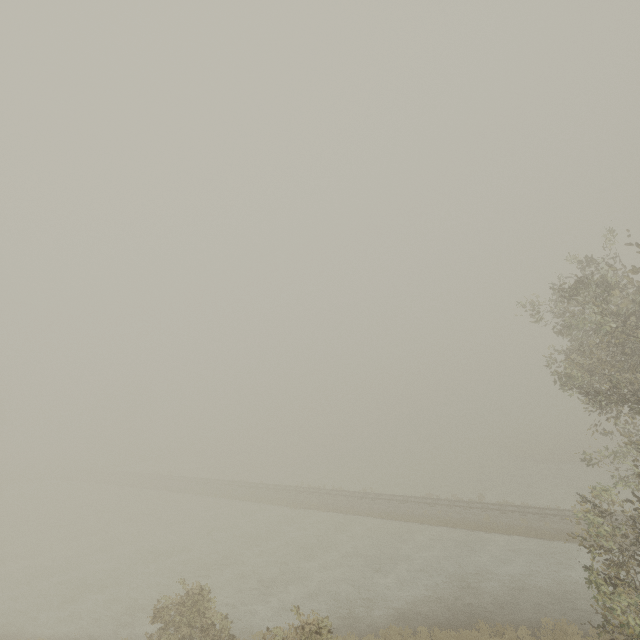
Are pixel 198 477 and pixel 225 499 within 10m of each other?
no
